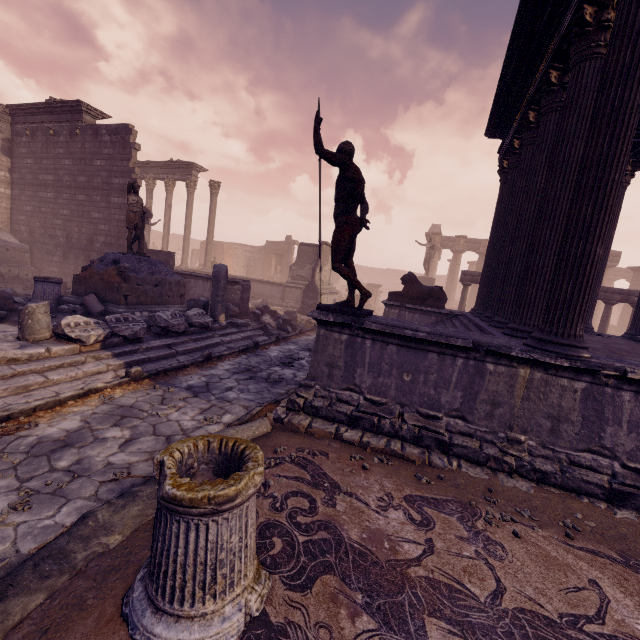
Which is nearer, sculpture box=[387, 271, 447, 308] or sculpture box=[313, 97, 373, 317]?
sculpture box=[313, 97, 373, 317]

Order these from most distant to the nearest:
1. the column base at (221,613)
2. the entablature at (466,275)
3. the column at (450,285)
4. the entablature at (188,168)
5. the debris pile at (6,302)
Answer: the column at (450,285)
the entablature at (188,168)
the entablature at (466,275)
the debris pile at (6,302)
the column base at (221,613)

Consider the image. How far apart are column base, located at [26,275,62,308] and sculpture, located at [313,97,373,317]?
8.6 meters

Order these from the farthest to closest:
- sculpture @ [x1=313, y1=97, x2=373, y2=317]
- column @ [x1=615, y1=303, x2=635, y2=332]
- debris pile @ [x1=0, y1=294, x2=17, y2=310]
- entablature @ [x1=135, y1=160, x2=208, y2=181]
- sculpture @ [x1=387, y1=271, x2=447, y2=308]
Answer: entablature @ [x1=135, y1=160, x2=208, y2=181] → column @ [x1=615, y1=303, x2=635, y2=332] → sculpture @ [x1=387, y1=271, x2=447, y2=308] → debris pile @ [x1=0, y1=294, x2=17, y2=310] → sculpture @ [x1=313, y1=97, x2=373, y2=317]

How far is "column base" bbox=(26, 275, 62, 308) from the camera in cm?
902

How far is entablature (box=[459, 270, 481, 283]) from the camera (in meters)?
14.95

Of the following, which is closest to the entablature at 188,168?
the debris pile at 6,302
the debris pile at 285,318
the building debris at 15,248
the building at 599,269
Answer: the building debris at 15,248

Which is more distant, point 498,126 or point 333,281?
point 333,281
